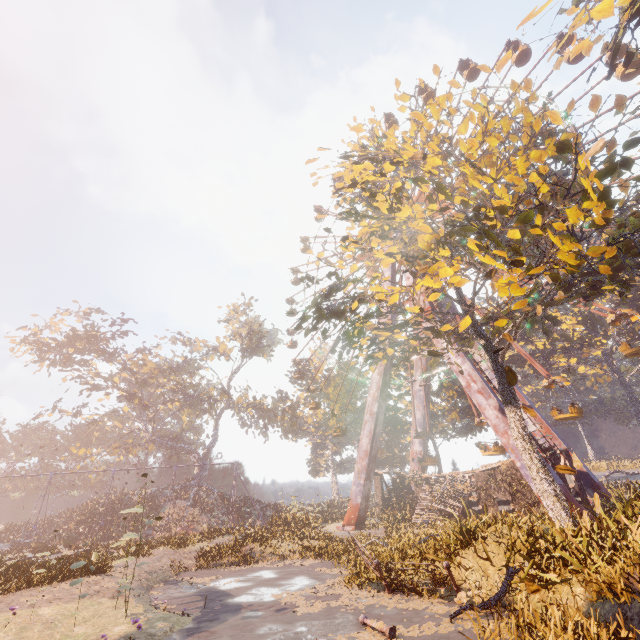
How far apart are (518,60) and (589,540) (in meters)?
40.97

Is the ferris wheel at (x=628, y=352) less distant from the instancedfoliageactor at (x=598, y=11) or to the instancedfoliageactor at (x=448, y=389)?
the instancedfoliageactor at (x=448, y=389)

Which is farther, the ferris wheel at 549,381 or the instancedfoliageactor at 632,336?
the instancedfoliageactor at 632,336

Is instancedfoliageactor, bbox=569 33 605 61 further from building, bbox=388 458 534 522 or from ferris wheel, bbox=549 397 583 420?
building, bbox=388 458 534 522

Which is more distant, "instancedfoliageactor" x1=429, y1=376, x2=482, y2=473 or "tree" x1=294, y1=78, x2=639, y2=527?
"instancedfoliageactor" x1=429, y1=376, x2=482, y2=473

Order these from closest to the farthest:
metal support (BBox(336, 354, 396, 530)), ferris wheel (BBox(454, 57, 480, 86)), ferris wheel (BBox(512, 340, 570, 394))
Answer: ferris wheel (BBox(512, 340, 570, 394))
metal support (BBox(336, 354, 396, 530))
ferris wheel (BBox(454, 57, 480, 86))

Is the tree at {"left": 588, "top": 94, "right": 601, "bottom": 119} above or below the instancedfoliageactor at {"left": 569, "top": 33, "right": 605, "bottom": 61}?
below

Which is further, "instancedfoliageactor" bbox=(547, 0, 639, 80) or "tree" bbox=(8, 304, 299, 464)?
"tree" bbox=(8, 304, 299, 464)
